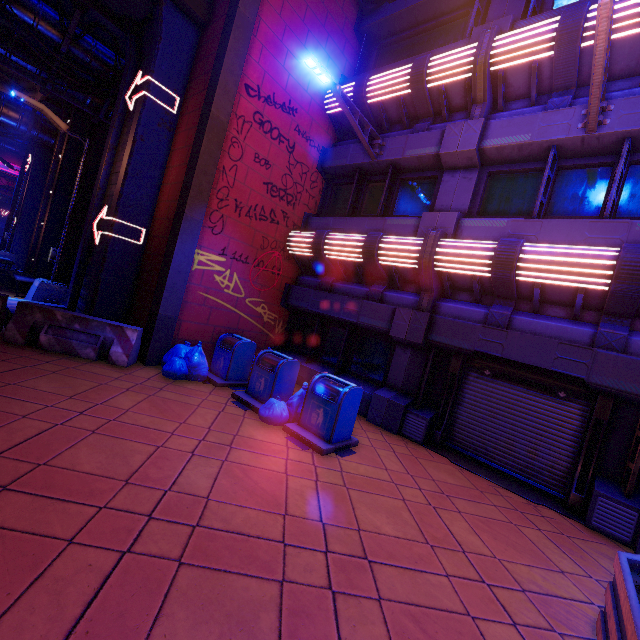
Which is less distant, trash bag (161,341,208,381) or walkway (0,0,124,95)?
trash bag (161,341,208,381)

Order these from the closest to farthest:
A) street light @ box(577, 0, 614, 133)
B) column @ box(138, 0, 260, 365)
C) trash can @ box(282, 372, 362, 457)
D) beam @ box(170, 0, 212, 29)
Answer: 1. street light @ box(577, 0, 614, 133)
2. trash can @ box(282, 372, 362, 457)
3. column @ box(138, 0, 260, 365)
4. beam @ box(170, 0, 212, 29)

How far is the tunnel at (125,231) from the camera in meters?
8.6 m

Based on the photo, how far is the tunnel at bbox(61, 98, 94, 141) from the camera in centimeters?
1406cm

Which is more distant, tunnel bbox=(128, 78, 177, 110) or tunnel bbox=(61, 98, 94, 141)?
tunnel bbox=(61, 98, 94, 141)

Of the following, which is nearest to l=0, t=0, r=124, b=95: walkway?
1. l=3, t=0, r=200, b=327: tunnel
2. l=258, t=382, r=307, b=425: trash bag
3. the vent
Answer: l=3, t=0, r=200, b=327: tunnel

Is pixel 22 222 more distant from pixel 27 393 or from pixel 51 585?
pixel 51 585

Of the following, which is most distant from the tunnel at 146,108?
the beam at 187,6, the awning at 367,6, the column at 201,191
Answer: the awning at 367,6
